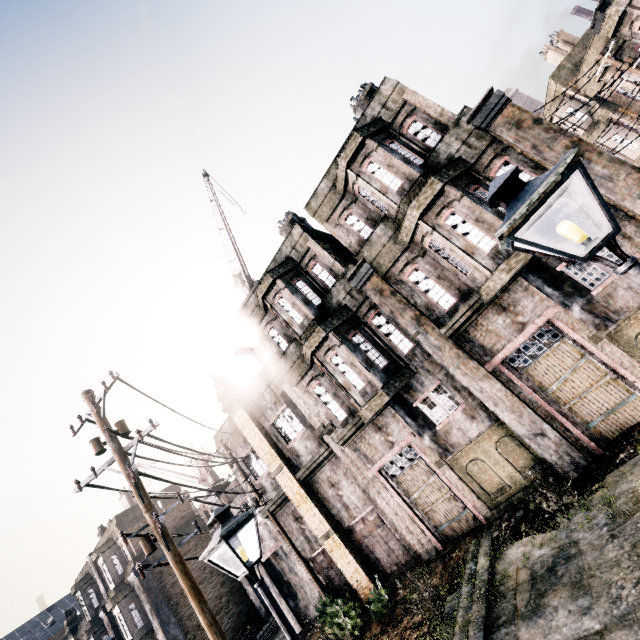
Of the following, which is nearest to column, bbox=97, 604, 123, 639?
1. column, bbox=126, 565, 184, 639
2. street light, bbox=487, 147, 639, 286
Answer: column, bbox=126, 565, 184, 639

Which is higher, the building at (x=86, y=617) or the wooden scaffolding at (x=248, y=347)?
the wooden scaffolding at (x=248, y=347)

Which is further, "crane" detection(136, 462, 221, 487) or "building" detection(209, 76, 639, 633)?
"crane" detection(136, 462, 221, 487)

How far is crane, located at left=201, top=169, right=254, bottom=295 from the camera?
18.64m

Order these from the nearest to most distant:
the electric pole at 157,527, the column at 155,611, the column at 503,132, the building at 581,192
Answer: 1. the electric pole at 157,527
2. the column at 503,132
3. the building at 581,192
4. the column at 155,611

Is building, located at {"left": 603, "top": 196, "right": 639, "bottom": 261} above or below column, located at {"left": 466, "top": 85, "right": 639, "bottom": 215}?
below

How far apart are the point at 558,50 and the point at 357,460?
31.5m

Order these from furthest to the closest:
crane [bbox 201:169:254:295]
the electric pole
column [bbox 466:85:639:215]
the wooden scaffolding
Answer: the wooden scaffolding
crane [bbox 201:169:254:295]
column [bbox 466:85:639:215]
the electric pole
